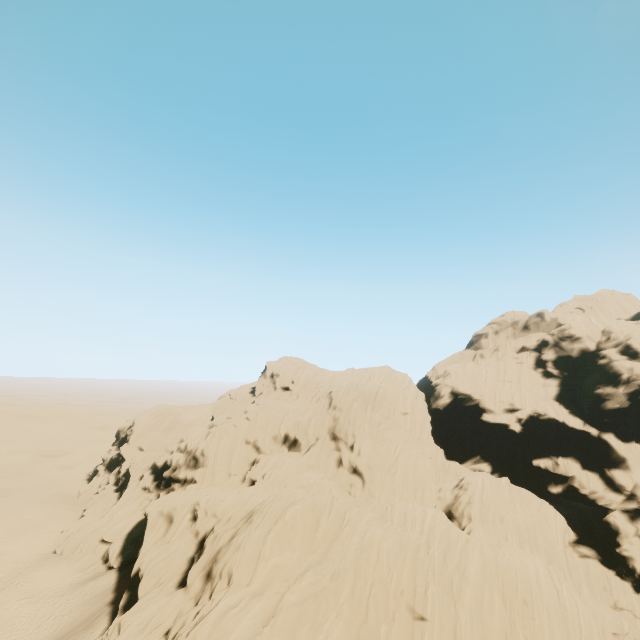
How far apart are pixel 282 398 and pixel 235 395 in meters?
10.7
